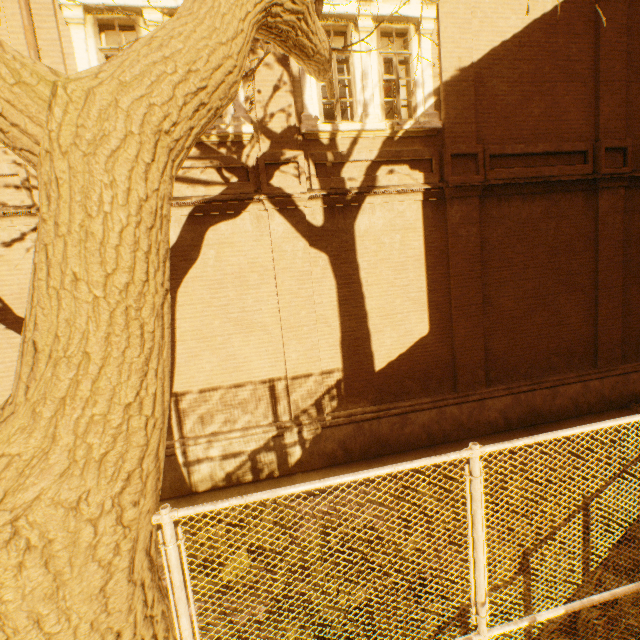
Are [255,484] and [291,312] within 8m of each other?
yes

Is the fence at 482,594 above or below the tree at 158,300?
below

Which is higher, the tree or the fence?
the tree
